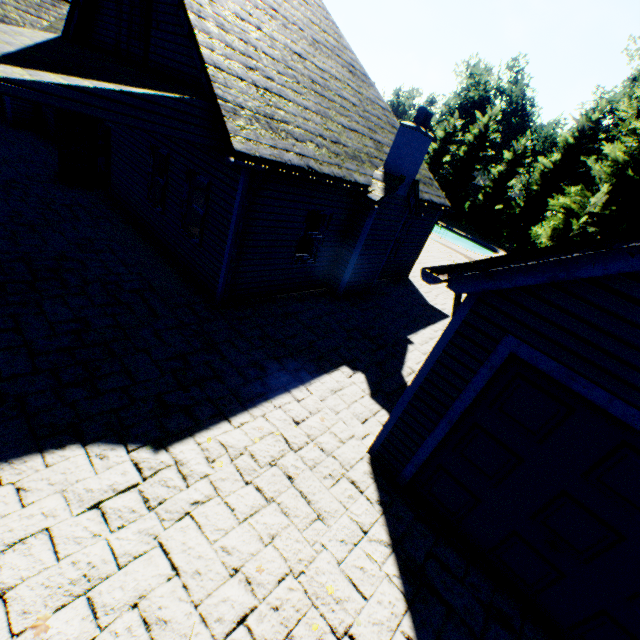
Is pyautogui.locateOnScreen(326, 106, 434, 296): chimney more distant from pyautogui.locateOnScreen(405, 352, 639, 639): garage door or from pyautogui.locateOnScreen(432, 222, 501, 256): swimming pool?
pyautogui.locateOnScreen(432, 222, 501, 256): swimming pool

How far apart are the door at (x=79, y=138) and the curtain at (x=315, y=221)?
8.01m

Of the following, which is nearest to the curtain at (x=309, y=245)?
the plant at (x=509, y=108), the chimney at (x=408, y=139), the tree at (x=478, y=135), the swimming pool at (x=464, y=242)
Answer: the chimney at (x=408, y=139)

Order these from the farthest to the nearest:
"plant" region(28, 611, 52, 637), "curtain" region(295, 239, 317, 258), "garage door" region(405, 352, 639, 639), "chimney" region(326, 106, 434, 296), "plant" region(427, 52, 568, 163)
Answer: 1. "plant" region(427, 52, 568, 163)
2. "curtain" region(295, 239, 317, 258)
3. "chimney" region(326, 106, 434, 296)
4. "garage door" region(405, 352, 639, 639)
5. "plant" region(28, 611, 52, 637)

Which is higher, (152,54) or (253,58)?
(253,58)

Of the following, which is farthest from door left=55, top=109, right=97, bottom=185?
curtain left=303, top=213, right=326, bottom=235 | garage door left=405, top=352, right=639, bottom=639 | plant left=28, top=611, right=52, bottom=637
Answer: garage door left=405, top=352, right=639, bottom=639

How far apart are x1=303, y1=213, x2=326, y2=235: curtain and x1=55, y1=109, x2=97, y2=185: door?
8.01m
